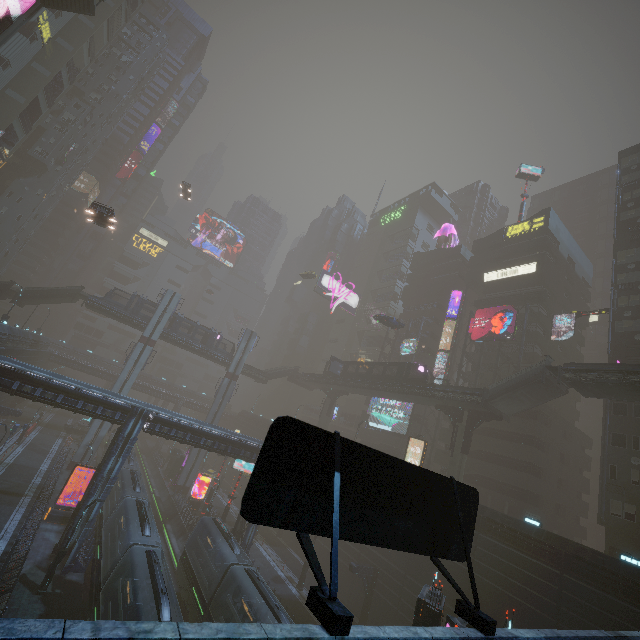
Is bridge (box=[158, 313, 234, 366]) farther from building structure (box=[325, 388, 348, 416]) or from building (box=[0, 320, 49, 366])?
building structure (box=[325, 388, 348, 416])

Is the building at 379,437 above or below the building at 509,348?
below

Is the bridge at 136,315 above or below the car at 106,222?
below

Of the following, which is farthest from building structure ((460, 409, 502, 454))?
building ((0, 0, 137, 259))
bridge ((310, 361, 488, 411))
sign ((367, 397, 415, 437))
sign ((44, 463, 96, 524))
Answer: sign ((44, 463, 96, 524))

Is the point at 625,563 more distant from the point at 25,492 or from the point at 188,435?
the point at 25,492

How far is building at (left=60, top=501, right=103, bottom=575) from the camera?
22.9 meters

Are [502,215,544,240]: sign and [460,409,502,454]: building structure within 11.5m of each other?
no

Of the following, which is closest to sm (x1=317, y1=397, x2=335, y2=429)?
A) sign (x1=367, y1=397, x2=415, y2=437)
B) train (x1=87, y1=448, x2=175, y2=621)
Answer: sign (x1=367, y1=397, x2=415, y2=437)
